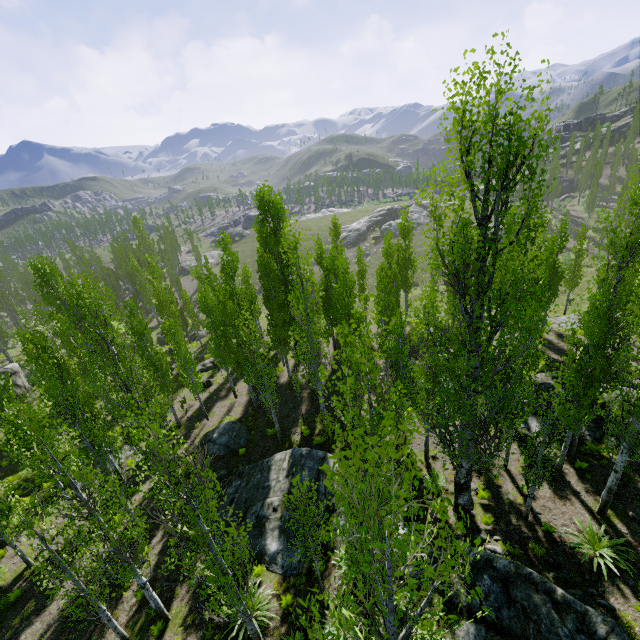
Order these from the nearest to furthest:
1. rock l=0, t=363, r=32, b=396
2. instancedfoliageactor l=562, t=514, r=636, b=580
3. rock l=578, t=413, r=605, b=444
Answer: instancedfoliageactor l=562, t=514, r=636, b=580 → rock l=578, t=413, r=605, b=444 → rock l=0, t=363, r=32, b=396

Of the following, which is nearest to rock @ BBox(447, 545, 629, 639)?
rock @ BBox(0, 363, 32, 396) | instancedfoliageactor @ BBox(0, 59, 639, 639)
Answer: instancedfoliageactor @ BBox(0, 59, 639, 639)

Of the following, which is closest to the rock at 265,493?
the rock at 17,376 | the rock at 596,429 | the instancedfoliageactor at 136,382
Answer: the instancedfoliageactor at 136,382

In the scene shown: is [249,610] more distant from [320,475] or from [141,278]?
[141,278]

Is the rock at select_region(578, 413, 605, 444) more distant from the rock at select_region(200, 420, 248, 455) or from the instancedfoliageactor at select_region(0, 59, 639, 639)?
the rock at select_region(200, 420, 248, 455)

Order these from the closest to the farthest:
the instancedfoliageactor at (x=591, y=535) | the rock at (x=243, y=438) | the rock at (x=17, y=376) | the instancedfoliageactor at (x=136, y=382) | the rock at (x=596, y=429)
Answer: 1. the instancedfoliageactor at (x=136, y=382)
2. the instancedfoliageactor at (x=591, y=535)
3. the rock at (x=596, y=429)
4. the rock at (x=243, y=438)
5. the rock at (x=17, y=376)

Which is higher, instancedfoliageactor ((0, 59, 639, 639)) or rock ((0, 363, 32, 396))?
instancedfoliageactor ((0, 59, 639, 639))

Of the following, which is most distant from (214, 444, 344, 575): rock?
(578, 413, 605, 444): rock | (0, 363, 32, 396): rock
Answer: (0, 363, 32, 396): rock
